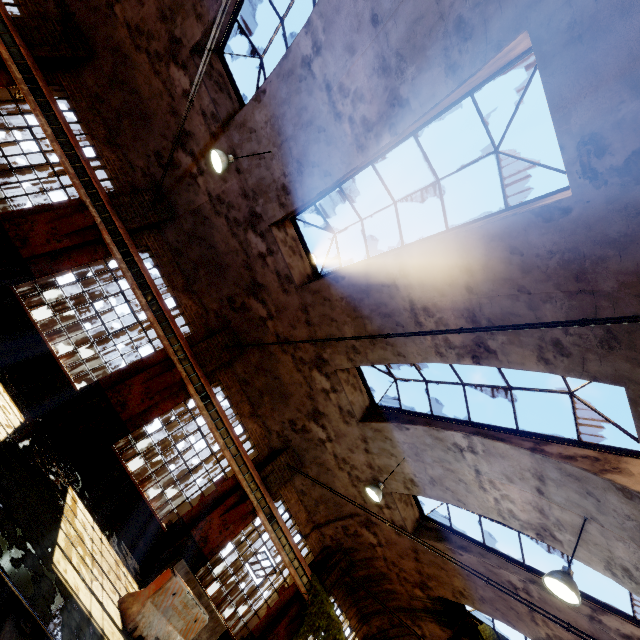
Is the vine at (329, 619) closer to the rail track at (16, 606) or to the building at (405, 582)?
the building at (405, 582)

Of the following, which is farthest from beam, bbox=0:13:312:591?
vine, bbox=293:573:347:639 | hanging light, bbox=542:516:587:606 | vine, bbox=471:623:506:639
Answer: hanging light, bbox=542:516:587:606

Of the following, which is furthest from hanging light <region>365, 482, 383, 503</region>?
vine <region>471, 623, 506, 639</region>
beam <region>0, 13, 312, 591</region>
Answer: vine <region>471, 623, 506, 639</region>

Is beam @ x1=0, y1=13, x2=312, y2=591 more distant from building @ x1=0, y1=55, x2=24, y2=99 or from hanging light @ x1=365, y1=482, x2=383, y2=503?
hanging light @ x1=365, y1=482, x2=383, y2=503

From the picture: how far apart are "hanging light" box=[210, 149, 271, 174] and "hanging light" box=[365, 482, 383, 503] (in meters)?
9.50

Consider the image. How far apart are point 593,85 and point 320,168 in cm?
539

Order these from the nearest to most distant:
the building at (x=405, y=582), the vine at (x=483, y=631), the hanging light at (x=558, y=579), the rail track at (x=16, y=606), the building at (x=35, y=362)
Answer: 1. the rail track at (x=16, y=606)
2. the building at (x=405, y=582)
3. the hanging light at (x=558, y=579)
4. the building at (x=35, y=362)
5. the vine at (x=483, y=631)

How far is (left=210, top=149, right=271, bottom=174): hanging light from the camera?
7.51m
